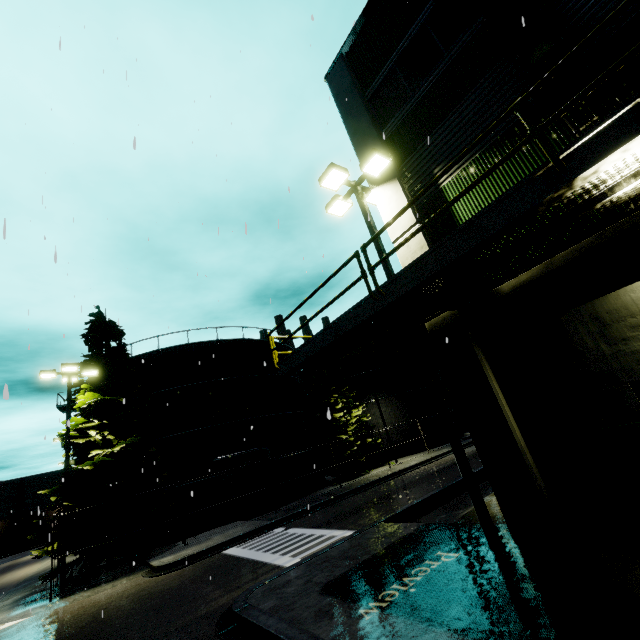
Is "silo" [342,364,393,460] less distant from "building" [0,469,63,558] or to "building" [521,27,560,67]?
"building" [521,27,560,67]

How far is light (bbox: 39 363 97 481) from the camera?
15.6 meters

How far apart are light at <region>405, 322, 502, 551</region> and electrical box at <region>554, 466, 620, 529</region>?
1.44m

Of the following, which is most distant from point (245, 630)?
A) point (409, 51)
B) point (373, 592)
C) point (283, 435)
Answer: point (283, 435)

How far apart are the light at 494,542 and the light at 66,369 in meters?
17.1

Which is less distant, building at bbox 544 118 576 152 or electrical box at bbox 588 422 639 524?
electrical box at bbox 588 422 639 524

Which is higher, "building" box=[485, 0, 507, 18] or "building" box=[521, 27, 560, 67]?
"building" box=[485, 0, 507, 18]

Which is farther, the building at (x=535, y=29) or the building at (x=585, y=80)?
the building at (x=535, y=29)
